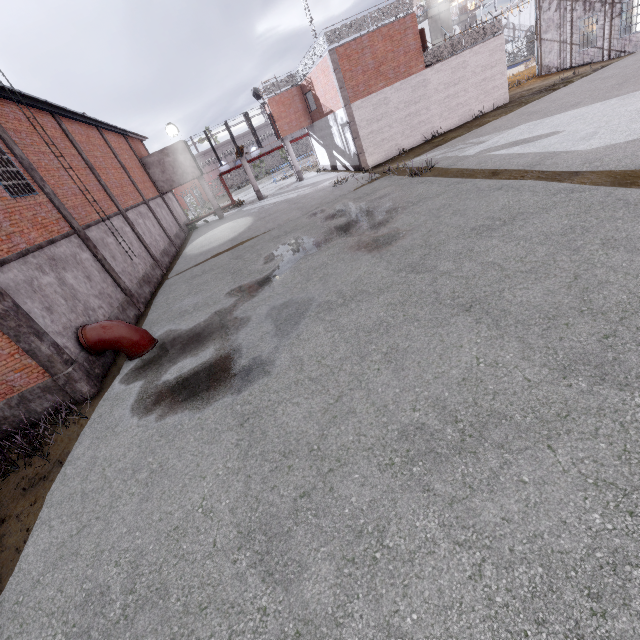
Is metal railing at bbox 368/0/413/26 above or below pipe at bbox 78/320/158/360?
above

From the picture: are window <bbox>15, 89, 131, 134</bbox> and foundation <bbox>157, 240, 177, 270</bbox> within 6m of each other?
no

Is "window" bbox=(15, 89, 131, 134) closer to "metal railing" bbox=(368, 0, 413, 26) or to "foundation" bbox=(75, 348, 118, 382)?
"foundation" bbox=(75, 348, 118, 382)

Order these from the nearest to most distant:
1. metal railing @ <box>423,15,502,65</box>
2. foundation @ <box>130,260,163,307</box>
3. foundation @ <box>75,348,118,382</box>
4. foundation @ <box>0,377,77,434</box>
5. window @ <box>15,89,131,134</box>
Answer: foundation @ <box>0,377,77,434</box> → foundation @ <box>75,348,118,382</box> → window @ <box>15,89,131,134</box> → foundation @ <box>130,260,163,307</box> → metal railing @ <box>423,15,502,65</box>

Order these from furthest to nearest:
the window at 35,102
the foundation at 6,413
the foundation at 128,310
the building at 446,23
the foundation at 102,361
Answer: the building at 446,23
the window at 35,102
the foundation at 128,310
the foundation at 102,361
the foundation at 6,413

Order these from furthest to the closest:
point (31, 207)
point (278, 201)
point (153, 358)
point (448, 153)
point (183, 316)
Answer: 1. point (278, 201)
2. point (448, 153)
3. point (183, 316)
4. point (31, 207)
5. point (153, 358)

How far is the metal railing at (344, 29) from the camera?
19.28m

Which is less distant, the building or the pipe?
the pipe
